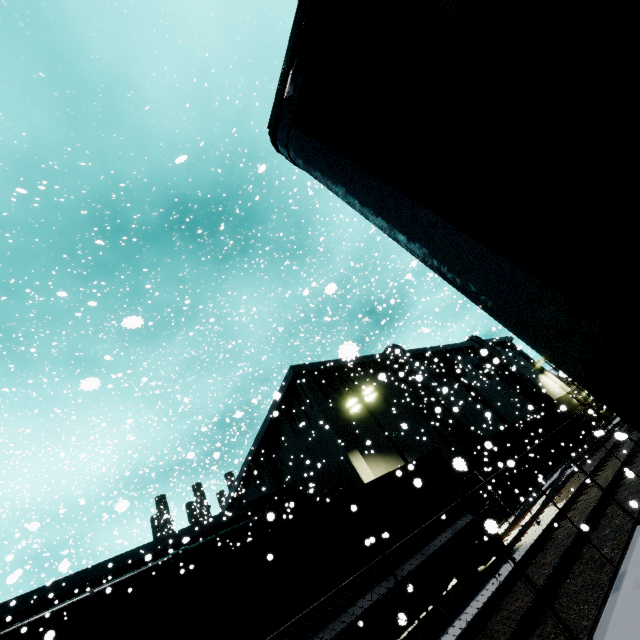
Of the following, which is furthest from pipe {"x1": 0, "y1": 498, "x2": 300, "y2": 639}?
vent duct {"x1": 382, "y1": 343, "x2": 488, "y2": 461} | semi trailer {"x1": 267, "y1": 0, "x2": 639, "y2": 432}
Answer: semi trailer {"x1": 267, "y1": 0, "x2": 639, "y2": 432}

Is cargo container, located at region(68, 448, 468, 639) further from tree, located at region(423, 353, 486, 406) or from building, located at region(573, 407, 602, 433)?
tree, located at region(423, 353, 486, 406)

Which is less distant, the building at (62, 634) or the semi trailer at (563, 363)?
the semi trailer at (563, 363)

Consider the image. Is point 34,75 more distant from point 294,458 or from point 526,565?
point 294,458

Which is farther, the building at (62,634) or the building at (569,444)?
the building at (569,444)

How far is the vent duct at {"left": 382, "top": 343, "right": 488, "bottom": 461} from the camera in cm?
2175

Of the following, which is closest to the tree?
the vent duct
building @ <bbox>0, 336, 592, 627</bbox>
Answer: building @ <bbox>0, 336, 592, 627</bbox>

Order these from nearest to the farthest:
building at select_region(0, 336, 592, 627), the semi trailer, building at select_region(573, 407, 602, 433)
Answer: the semi trailer < building at select_region(0, 336, 592, 627) < building at select_region(573, 407, 602, 433)
